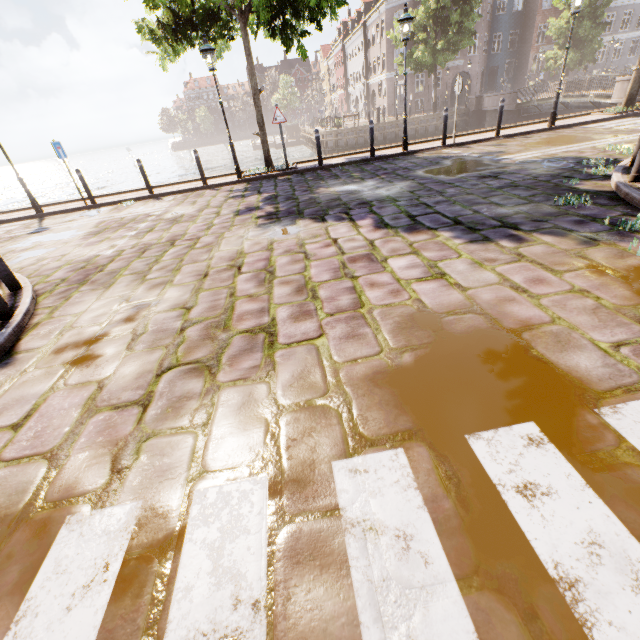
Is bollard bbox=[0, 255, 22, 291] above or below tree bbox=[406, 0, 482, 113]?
below

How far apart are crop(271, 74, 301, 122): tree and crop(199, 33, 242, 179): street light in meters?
52.8 m

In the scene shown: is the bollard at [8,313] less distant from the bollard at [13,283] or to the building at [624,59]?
the bollard at [13,283]

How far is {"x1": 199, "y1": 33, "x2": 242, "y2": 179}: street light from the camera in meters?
9.3

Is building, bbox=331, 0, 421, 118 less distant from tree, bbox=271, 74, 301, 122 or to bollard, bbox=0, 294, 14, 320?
tree, bbox=271, 74, 301, 122

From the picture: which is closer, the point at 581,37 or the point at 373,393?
the point at 373,393

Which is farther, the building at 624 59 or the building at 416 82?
the building at 416 82

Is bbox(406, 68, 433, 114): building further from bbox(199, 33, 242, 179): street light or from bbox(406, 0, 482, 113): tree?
bbox(199, 33, 242, 179): street light
